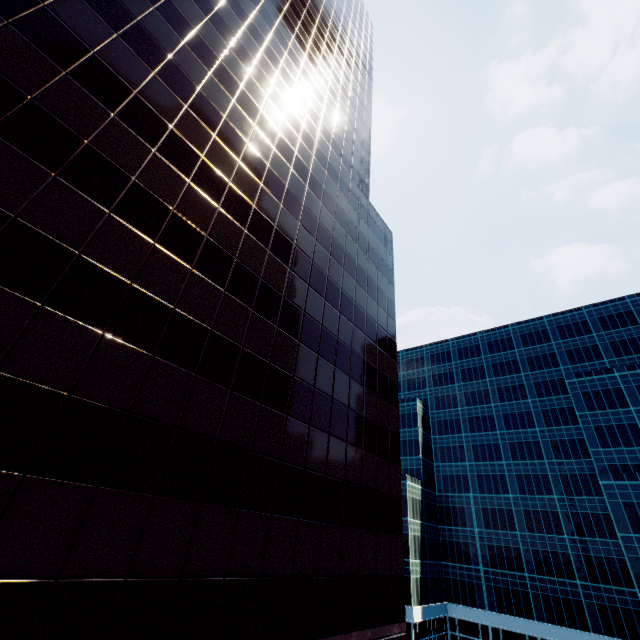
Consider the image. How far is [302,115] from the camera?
25.6m
